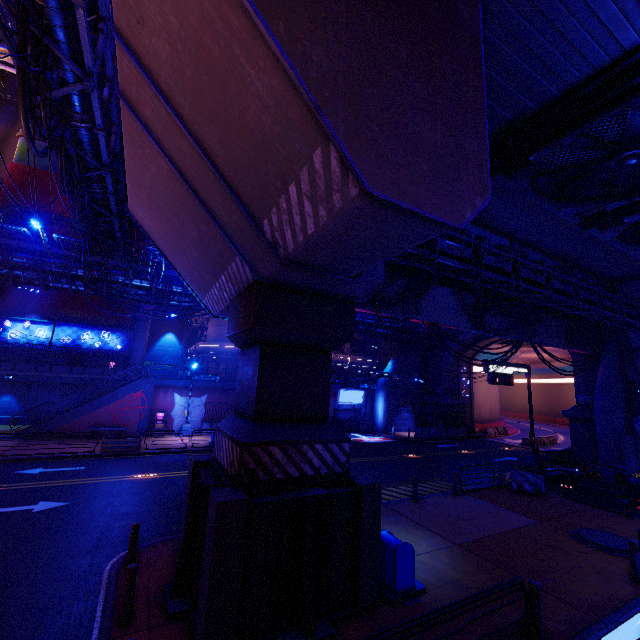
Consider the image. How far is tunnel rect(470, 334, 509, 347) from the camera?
36.12m

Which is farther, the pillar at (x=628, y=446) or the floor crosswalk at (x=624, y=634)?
the pillar at (x=628, y=446)

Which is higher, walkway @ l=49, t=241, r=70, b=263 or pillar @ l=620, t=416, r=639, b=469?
walkway @ l=49, t=241, r=70, b=263

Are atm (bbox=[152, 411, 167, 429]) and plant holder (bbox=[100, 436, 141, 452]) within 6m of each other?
yes

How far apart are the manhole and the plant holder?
22.96m

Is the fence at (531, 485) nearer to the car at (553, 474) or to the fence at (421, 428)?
the car at (553, 474)

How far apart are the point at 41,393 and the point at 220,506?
32.2m

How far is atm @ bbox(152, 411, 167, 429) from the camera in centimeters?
2635cm
